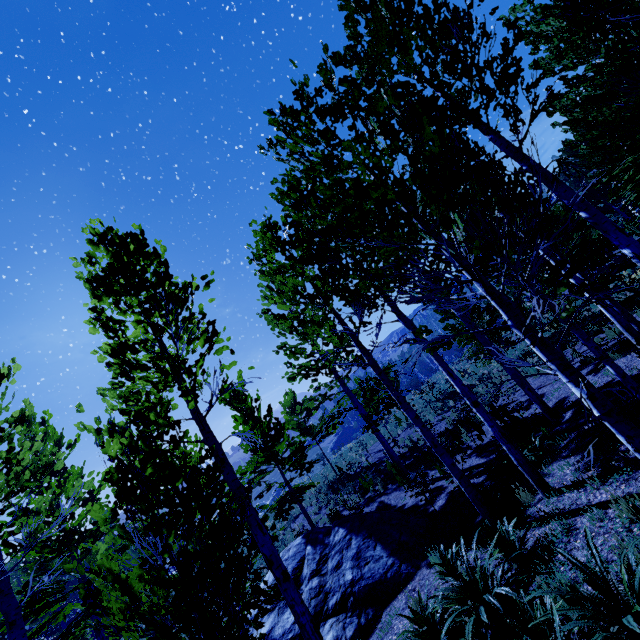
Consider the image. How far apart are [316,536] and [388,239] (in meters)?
10.90

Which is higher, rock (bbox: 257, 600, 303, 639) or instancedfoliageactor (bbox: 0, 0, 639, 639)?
instancedfoliageactor (bbox: 0, 0, 639, 639)

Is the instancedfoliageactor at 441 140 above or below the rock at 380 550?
above

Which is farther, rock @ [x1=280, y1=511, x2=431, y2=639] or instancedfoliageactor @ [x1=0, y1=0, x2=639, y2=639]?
rock @ [x1=280, y1=511, x2=431, y2=639]

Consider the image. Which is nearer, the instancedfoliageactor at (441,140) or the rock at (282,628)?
the instancedfoliageactor at (441,140)
